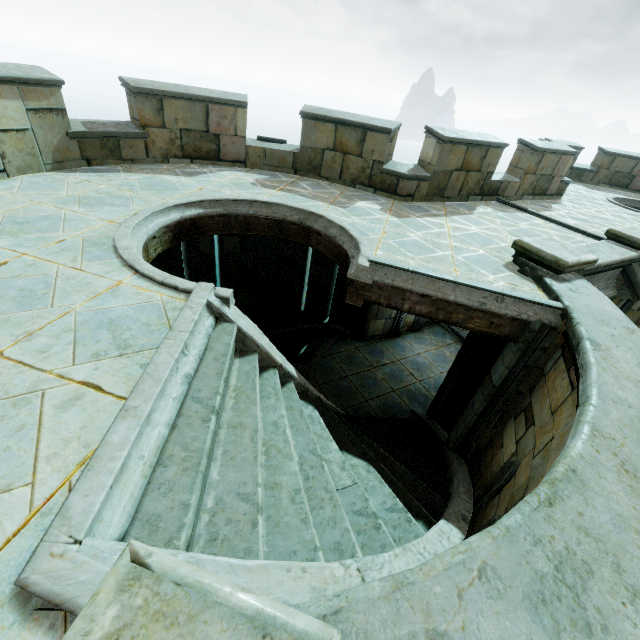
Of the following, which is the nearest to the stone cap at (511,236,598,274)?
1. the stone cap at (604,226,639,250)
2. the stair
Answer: the stone cap at (604,226,639,250)

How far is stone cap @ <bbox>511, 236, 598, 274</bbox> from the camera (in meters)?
4.87

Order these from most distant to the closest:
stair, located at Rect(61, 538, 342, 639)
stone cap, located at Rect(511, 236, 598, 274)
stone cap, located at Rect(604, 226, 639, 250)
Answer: stone cap, located at Rect(604, 226, 639, 250) < stone cap, located at Rect(511, 236, 598, 274) < stair, located at Rect(61, 538, 342, 639)

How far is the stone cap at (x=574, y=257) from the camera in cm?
487

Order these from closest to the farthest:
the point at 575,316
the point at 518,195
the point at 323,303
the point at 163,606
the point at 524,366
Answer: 1. the point at 163,606
2. the point at 575,316
3. the point at 524,366
4. the point at 518,195
5. the point at 323,303

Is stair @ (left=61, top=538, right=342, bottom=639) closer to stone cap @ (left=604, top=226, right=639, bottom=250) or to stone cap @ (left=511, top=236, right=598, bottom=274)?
stone cap @ (left=511, top=236, right=598, bottom=274)

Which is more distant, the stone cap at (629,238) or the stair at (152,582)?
the stone cap at (629,238)
